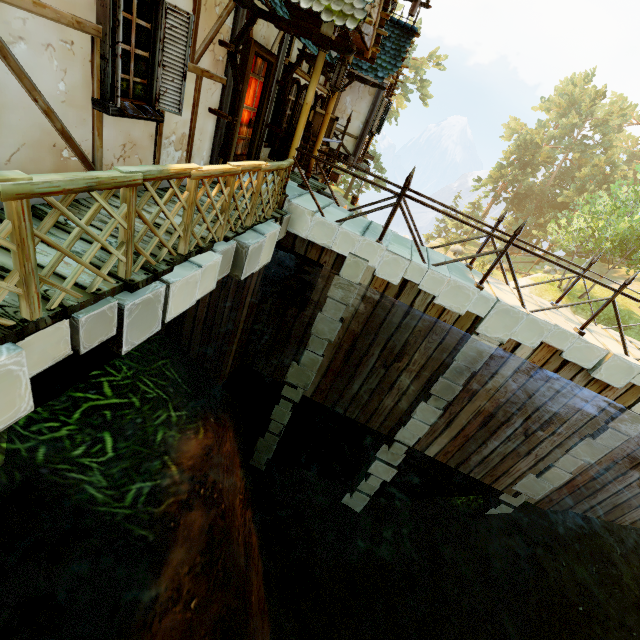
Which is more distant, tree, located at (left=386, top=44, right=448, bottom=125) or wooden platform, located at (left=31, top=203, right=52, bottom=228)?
tree, located at (left=386, top=44, right=448, bottom=125)

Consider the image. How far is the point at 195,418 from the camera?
3.34m

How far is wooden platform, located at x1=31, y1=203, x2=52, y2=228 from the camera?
3.2 meters

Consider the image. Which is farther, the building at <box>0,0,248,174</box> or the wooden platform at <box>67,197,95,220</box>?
the wooden platform at <box>67,197,95,220</box>

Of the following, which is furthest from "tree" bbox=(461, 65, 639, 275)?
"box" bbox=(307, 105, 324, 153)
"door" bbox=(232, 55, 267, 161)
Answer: "box" bbox=(307, 105, 324, 153)

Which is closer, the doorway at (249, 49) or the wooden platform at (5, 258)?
the wooden platform at (5, 258)

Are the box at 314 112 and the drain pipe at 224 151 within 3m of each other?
no

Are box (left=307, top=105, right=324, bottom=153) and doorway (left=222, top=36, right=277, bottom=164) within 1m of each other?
no
